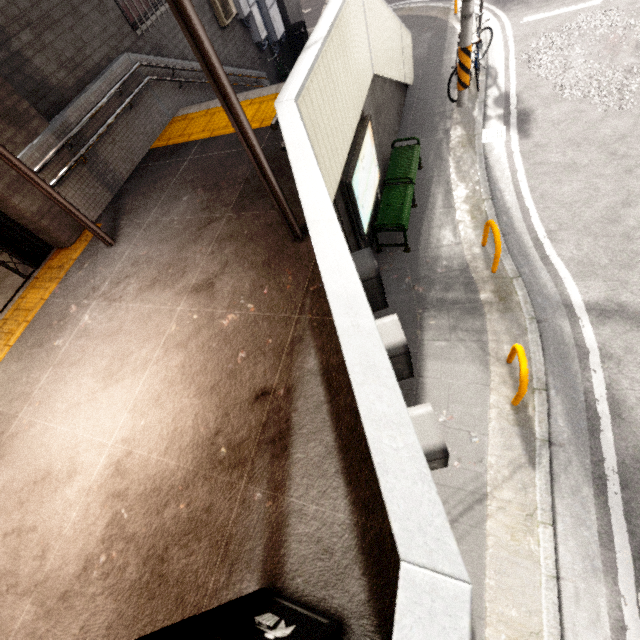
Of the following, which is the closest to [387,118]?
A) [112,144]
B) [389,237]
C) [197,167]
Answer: [389,237]

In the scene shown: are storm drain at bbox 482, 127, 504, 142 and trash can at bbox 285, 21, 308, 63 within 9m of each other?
yes

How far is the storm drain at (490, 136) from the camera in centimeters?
679cm

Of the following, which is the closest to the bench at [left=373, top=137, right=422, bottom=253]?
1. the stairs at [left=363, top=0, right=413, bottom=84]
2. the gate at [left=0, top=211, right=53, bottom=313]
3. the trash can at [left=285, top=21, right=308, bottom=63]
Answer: the stairs at [left=363, top=0, right=413, bottom=84]

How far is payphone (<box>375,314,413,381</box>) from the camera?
3.2m

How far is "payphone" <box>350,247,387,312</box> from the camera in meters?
3.8 m

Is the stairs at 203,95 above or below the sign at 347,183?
above

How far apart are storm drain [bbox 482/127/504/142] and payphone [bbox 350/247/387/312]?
4.7m
